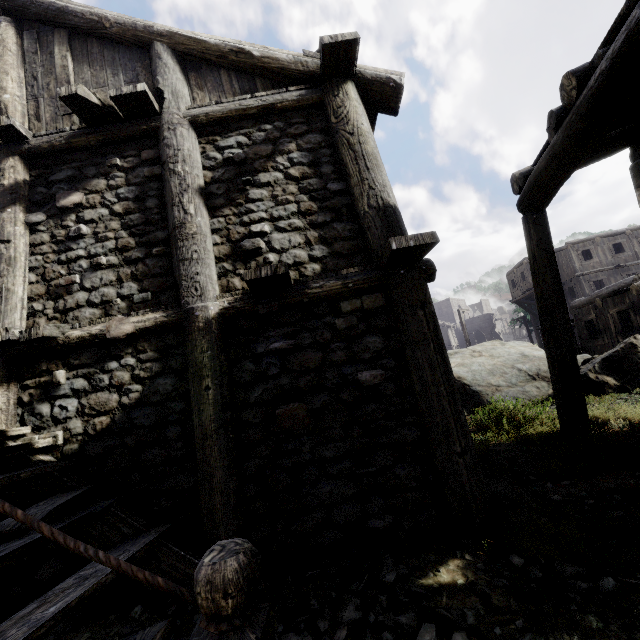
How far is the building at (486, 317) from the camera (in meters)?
54.47

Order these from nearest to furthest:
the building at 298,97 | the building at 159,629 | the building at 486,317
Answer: the building at 159,629
the building at 298,97
the building at 486,317

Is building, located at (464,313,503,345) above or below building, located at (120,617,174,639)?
above

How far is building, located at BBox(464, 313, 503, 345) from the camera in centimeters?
5447cm

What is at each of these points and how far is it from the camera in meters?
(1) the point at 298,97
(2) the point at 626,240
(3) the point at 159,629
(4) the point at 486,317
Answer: (1) building, 4.5
(2) building, 26.1
(3) building, 2.2
(4) building, 55.0

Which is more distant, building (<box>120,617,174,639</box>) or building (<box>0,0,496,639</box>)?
building (<box>0,0,496,639</box>)
